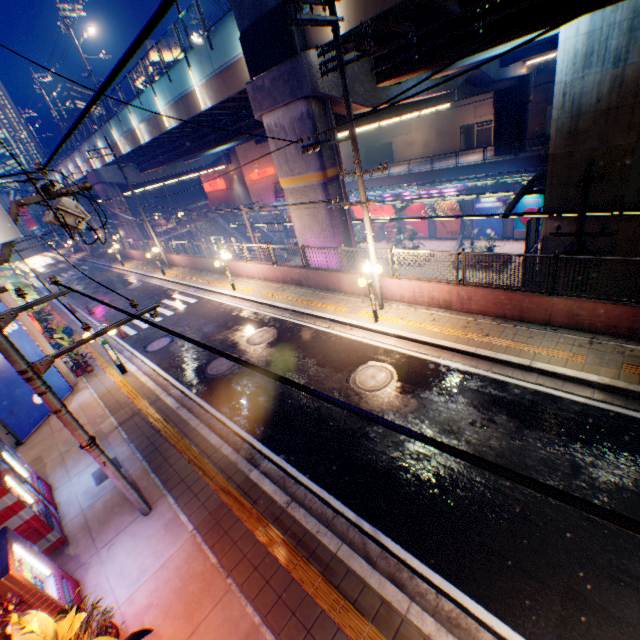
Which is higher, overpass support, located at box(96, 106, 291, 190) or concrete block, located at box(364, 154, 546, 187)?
overpass support, located at box(96, 106, 291, 190)

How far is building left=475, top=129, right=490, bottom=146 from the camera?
46.41m

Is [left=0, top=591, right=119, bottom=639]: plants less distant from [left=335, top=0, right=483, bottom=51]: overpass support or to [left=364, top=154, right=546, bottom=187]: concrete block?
[left=335, top=0, right=483, bottom=51]: overpass support

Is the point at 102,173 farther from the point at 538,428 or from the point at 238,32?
the point at 538,428

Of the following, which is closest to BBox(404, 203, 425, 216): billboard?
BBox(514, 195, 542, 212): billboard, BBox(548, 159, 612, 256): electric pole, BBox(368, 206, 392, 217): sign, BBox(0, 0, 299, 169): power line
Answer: BBox(368, 206, 392, 217): sign

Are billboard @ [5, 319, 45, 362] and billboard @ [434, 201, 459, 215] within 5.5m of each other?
no

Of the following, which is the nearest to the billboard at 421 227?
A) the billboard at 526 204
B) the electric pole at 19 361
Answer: the billboard at 526 204

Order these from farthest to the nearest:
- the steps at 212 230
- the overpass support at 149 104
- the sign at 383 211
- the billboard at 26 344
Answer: the steps at 212 230
the sign at 383 211
the overpass support at 149 104
the billboard at 26 344
